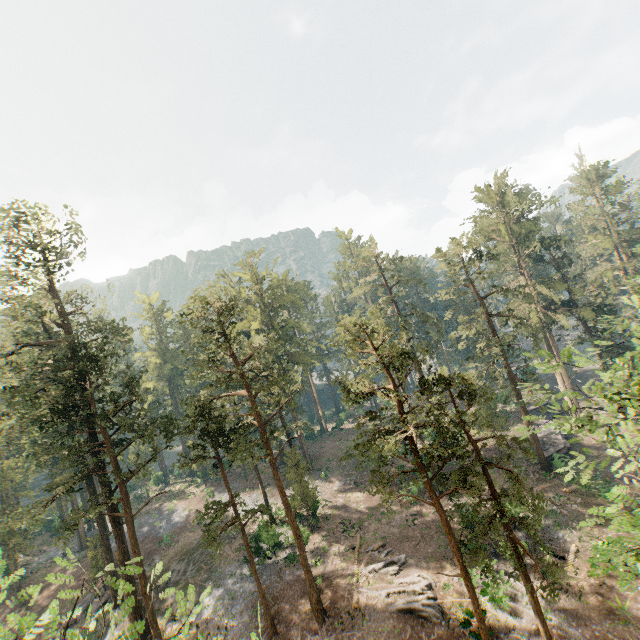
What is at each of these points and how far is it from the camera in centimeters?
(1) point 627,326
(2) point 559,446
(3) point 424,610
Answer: (1) foliage, 1291cm
(2) ground embankment, 3647cm
(3) foliage, 2197cm

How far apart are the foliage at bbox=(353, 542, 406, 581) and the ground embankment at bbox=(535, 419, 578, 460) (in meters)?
19.97

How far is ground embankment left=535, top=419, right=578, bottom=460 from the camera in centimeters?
3534cm

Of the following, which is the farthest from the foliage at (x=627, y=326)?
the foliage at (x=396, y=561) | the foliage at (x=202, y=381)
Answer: the foliage at (x=396, y=561)

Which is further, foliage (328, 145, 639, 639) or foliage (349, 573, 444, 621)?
foliage (349, 573, 444, 621)

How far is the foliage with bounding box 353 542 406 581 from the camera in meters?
26.0 m

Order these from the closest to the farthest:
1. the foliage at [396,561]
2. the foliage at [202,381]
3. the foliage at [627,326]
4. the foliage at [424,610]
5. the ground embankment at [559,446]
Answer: the foliage at [627,326]
the foliage at [424,610]
the foliage at [202,381]
the foliage at [396,561]
the ground embankment at [559,446]

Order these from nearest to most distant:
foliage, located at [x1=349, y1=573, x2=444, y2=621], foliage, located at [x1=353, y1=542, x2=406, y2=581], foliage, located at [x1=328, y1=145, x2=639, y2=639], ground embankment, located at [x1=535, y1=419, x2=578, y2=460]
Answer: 1. foliage, located at [x1=328, y1=145, x2=639, y2=639]
2. foliage, located at [x1=349, y1=573, x2=444, y2=621]
3. foliage, located at [x1=353, y1=542, x2=406, y2=581]
4. ground embankment, located at [x1=535, y1=419, x2=578, y2=460]
